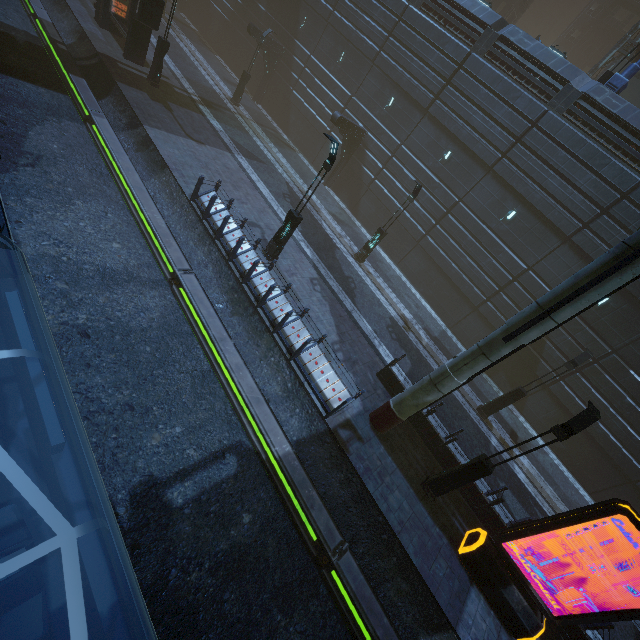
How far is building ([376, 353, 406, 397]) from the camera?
13.10m

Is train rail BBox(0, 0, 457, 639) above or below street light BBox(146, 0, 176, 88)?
below

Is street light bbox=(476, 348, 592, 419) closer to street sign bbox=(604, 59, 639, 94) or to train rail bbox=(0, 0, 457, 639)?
train rail bbox=(0, 0, 457, 639)

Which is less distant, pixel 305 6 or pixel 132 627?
pixel 132 627

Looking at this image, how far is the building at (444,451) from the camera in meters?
12.1

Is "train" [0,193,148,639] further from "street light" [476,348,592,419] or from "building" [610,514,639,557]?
"street light" [476,348,592,419]

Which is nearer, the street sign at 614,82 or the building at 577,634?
the building at 577,634

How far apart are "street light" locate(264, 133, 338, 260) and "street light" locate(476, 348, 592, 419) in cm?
1272
